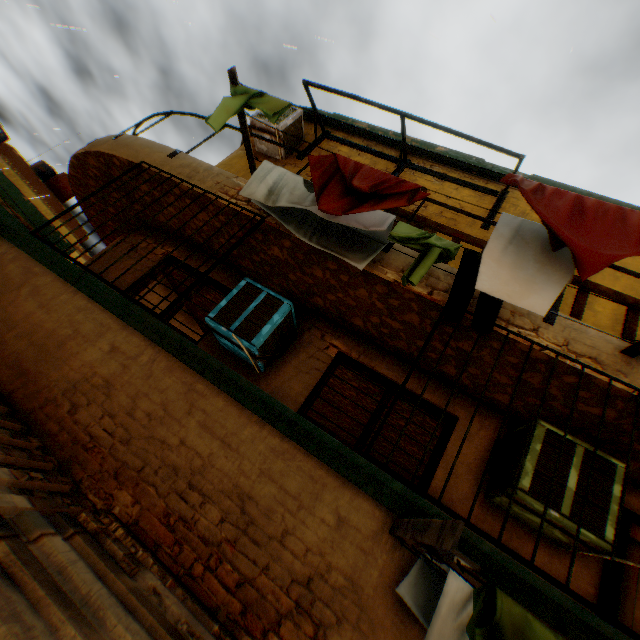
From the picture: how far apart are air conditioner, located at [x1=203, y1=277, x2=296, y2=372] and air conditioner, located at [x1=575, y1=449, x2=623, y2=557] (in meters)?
2.84

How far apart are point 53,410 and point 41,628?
2.0m

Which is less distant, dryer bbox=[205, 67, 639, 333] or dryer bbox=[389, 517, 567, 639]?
dryer bbox=[389, 517, 567, 639]

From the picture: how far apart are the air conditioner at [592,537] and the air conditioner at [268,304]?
2.8 meters

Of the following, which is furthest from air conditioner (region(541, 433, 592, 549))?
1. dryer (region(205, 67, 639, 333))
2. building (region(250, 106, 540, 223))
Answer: dryer (region(205, 67, 639, 333))

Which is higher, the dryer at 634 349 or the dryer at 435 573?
the dryer at 634 349

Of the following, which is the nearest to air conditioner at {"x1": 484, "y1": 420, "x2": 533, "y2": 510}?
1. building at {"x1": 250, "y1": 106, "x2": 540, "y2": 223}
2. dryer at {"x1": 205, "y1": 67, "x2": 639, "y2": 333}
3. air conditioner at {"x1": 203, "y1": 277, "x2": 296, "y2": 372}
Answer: building at {"x1": 250, "y1": 106, "x2": 540, "y2": 223}
